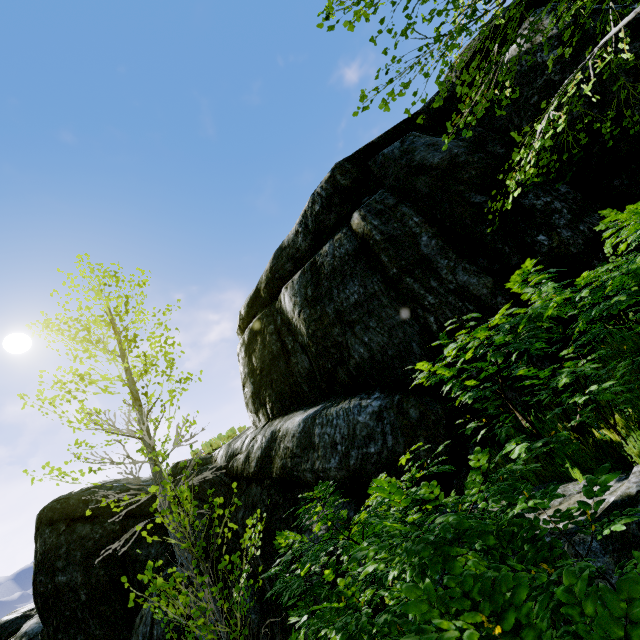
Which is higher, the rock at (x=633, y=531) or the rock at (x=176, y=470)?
the rock at (x=176, y=470)

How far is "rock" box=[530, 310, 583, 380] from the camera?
4.38m

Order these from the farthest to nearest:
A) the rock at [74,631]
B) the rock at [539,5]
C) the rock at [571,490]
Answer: the rock at [74,631] → the rock at [539,5] → the rock at [571,490]

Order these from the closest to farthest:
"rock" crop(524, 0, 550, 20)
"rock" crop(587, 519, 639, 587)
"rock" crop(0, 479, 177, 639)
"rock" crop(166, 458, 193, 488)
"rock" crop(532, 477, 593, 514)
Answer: "rock" crop(587, 519, 639, 587)
"rock" crop(532, 477, 593, 514)
"rock" crop(524, 0, 550, 20)
"rock" crop(0, 479, 177, 639)
"rock" crop(166, 458, 193, 488)

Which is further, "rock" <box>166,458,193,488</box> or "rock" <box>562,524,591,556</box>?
"rock" <box>166,458,193,488</box>

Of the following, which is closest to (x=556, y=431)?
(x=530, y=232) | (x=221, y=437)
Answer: (x=530, y=232)
